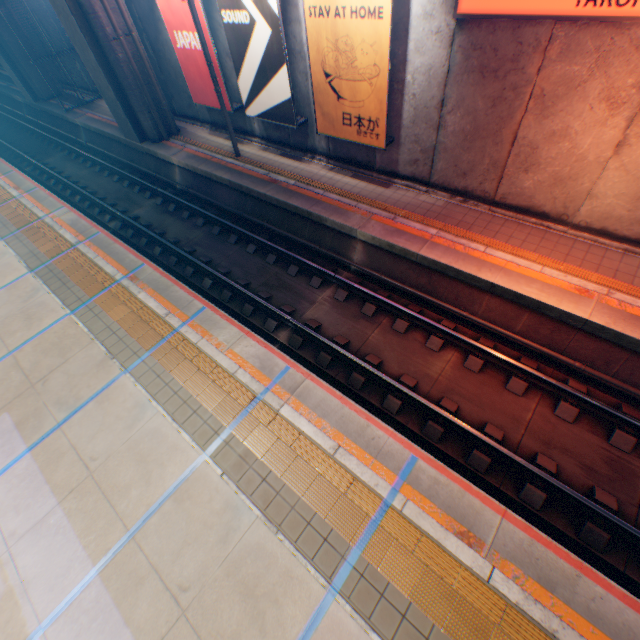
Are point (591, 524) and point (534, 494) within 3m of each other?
yes

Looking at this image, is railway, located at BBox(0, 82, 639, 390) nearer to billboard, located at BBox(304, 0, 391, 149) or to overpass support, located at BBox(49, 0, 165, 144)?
overpass support, located at BBox(49, 0, 165, 144)

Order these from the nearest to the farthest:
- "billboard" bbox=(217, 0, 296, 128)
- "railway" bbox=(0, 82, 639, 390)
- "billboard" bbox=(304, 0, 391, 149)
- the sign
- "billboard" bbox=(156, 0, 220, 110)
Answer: the sign < "railway" bbox=(0, 82, 639, 390) < "billboard" bbox=(304, 0, 391, 149) < "billboard" bbox=(217, 0, 296, 128) < "billboard" bbox=(156, 0, 220, 110)

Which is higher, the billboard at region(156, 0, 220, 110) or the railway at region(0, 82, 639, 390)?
the billboard at region(156, 0, 220, 110)

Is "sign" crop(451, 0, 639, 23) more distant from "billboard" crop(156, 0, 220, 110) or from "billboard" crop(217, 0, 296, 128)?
"billboard" crop(156, 0, 220, 110)

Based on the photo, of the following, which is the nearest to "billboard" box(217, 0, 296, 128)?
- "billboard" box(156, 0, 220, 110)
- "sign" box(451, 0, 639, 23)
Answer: "billboard" box(156, 0, 220, 110)

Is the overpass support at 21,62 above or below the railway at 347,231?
above

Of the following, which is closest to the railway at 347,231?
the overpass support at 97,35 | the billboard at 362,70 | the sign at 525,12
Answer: the overpass support at 97,35
